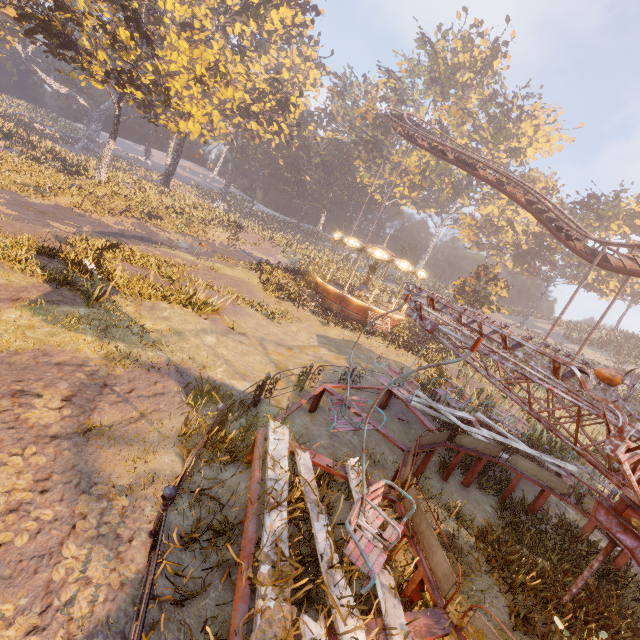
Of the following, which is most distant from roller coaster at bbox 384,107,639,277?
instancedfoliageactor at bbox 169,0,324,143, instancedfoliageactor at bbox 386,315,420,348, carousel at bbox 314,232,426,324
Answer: instancedfoliageactor at bbox 386,315,420,348

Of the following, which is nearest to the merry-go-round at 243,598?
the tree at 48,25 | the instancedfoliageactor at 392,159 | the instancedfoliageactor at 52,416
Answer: the instancedfoliageactor at 52,416

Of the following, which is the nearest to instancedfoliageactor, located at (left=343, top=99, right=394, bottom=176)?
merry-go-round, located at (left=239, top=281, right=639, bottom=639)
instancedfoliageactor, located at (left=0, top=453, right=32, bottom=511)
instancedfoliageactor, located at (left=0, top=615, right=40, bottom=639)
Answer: merry-go-round, located at (left=239, top=281, right=639, bottom=639)

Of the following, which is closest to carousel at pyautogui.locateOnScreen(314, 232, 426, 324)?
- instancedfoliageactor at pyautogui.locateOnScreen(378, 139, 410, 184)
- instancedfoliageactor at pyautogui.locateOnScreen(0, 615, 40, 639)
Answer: instancedfoliageactor at pyautogui.locateOnScreen(0, 615, 40, 639)

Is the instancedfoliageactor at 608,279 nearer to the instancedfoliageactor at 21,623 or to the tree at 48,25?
the tree at 48,25

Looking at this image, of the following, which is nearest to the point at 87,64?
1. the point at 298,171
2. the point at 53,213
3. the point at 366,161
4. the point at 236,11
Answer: the point at 53,213

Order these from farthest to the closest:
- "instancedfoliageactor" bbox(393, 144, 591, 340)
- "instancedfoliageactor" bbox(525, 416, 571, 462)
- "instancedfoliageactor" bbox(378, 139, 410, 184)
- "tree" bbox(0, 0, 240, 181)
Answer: "instancedfoliageactor" bbox(378, 139, 410, 184), "instancedfoliageactor" bbox(393, 144, 591, 340), "tree" bbox(0, 0, 240, 181), "instancedfoliageactor" bbox(525, 416, 571, 462)

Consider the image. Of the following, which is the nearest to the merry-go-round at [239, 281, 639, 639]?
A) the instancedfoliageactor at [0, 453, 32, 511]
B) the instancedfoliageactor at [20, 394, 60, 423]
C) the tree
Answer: the instancedfoliageactor at [0, 453, 32, 511]
